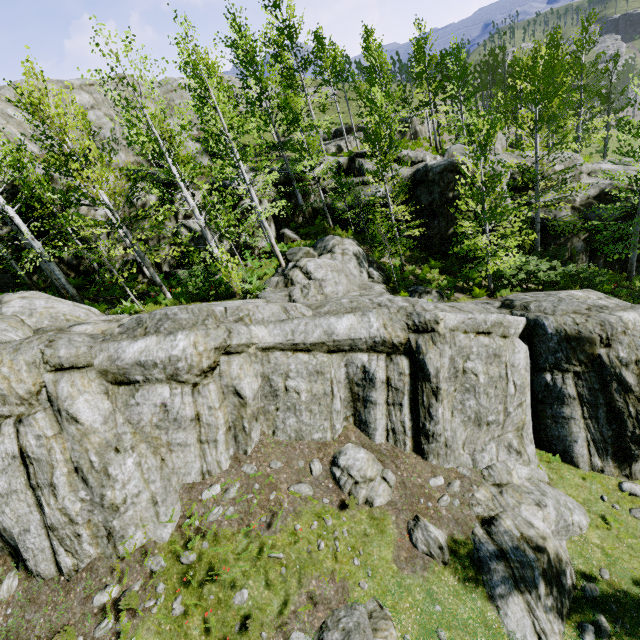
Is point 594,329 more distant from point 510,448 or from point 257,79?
point 257,79

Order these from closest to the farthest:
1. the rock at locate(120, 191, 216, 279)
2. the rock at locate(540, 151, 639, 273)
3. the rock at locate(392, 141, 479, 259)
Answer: the rock at locate(120, 191, 216, 279) < the rock at locate(392, 141, 479, 259) < the rock at locate(540, 151, 639, 273)

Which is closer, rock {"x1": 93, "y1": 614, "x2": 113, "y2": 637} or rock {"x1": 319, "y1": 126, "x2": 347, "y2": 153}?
rock {"x1": 93, "y1": 614, "x2": 113, "y2": 637}

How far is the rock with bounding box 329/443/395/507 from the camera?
9.47m

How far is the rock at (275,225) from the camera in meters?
20.9

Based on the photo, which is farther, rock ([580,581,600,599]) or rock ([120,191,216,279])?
rock ([120,191,216,279])

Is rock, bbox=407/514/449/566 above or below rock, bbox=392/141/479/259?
below
